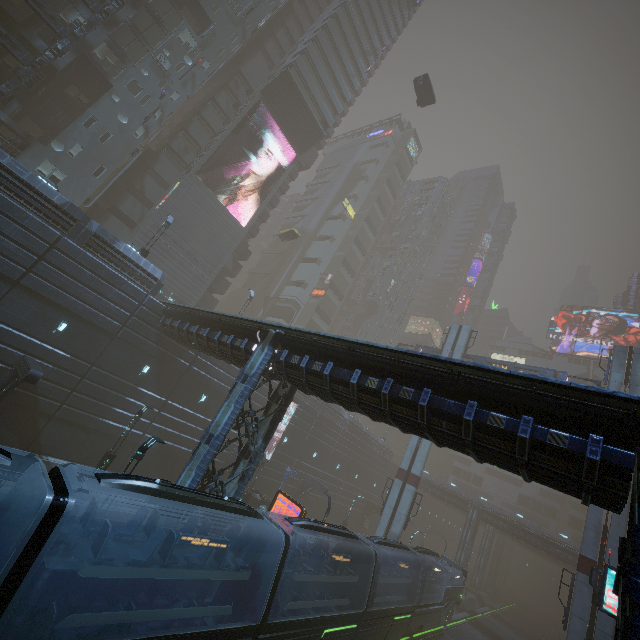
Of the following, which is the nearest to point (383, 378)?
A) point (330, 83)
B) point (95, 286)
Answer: point (95, 286)

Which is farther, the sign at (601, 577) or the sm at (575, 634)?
the sm at (575, 634)

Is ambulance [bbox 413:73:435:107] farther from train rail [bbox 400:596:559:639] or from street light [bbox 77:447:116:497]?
train rail [bbox 400:596:559:639]

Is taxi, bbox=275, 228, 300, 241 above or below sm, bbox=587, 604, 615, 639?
above

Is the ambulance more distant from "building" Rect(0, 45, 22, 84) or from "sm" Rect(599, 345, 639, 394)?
"building" Rect(0, 45, 22, 84)

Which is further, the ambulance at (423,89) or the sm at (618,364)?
the ambulance at (423,89)

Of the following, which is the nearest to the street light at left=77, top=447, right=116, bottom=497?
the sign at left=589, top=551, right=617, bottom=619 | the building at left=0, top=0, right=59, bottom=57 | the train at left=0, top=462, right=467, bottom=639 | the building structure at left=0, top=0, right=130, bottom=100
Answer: the building at left=0, top=0, right=59, bottom=57

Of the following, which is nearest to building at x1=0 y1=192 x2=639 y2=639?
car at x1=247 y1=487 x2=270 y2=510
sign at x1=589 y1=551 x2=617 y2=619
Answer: sign at x1=589 y1=551 x2=617 y2=619
